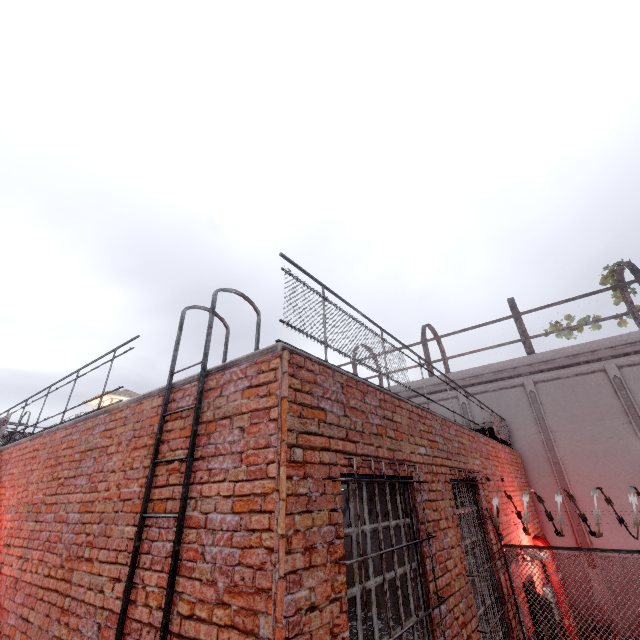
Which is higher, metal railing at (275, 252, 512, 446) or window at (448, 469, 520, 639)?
metal railing at (275, 252, 512, 446)

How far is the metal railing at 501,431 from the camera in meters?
3.3 m

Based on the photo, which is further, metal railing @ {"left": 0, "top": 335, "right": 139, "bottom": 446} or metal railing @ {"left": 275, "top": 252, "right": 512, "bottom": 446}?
metal railing @ {"left": 0, "top": 335, "right": 139, "bottom": 446}

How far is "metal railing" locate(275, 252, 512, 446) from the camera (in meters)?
3.32

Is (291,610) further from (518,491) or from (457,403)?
(457,403)

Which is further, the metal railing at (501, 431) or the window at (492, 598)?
the window at (492, 598)

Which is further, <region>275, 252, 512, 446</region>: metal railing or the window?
the window
